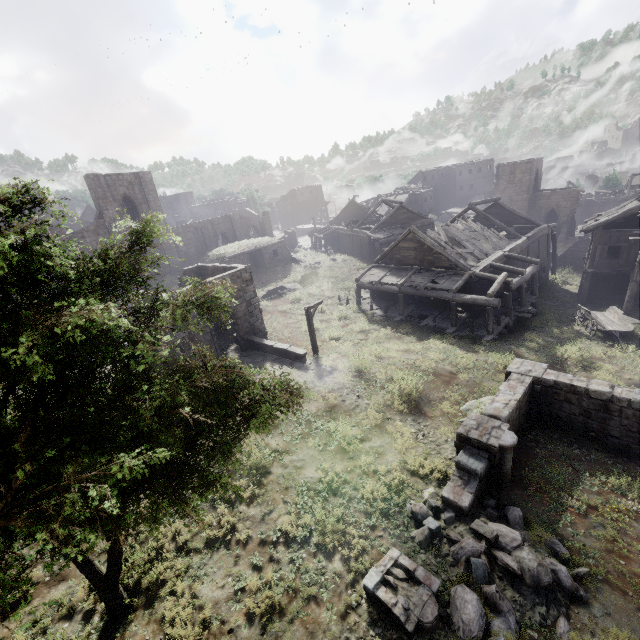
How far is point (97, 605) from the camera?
8.2 meters

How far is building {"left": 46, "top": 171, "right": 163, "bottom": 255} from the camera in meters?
30.6

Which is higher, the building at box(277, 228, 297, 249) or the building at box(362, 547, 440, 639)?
the building at box(277, 228, 297, 249)

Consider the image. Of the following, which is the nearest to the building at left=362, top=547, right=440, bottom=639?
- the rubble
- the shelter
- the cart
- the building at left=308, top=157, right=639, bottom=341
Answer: the rubble

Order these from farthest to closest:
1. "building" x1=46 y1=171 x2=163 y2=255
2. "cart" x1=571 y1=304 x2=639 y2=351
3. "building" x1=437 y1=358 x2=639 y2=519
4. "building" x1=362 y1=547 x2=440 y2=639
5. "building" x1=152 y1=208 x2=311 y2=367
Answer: "building" x1=46 y1=171 x2=163 y2=255, "cart" x1=571 y1=304 x2=639 y2=351, "building" x1=152 y1=208 x2=311 y2=367, "building" x1=437 y1=358 x2=639 y2=519, "building" x1=362 y1=547 x2=440 y2=639

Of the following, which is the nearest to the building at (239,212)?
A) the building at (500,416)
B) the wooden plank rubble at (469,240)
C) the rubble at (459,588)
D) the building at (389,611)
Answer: the wooden plank rubble at (469,240)

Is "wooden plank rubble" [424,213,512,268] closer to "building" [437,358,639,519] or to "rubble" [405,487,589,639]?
"building" [437,358,639,519]

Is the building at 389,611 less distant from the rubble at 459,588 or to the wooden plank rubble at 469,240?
the rubble at 459,588
